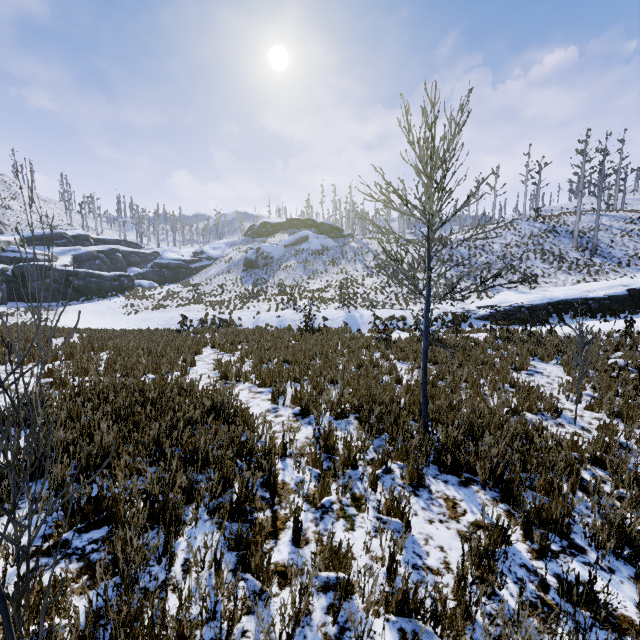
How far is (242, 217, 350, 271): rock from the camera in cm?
4716

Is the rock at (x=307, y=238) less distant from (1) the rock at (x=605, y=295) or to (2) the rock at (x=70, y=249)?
(2) the rock at (x=70, y=249)

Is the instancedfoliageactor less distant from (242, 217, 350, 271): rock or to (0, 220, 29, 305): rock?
(0, 220, 29, 305): rock

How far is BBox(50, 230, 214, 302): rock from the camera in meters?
36.8 m

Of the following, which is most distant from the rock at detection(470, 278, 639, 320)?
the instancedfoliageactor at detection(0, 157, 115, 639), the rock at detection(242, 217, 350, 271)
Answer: the rock at detection(242, 217, 350, 271)

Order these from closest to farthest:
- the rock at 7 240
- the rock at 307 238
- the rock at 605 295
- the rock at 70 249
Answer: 1. the rock at 605 295
2. the rock at 7 240
3. the rock at 70 249
4. the rock at 307 238

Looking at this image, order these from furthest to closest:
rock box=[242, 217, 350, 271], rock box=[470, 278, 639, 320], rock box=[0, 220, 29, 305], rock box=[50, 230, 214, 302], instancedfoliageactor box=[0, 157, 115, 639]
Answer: rock box=[242, 217, 350, 271]
rock box=[50, 230, 214, 302]
rock box=[0, 220, 29, 305]
rock box=[470, 278, 639, 320]
instancedfoliageactor box=[0, 157, 115, 639]

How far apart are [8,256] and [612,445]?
52.1 meters
